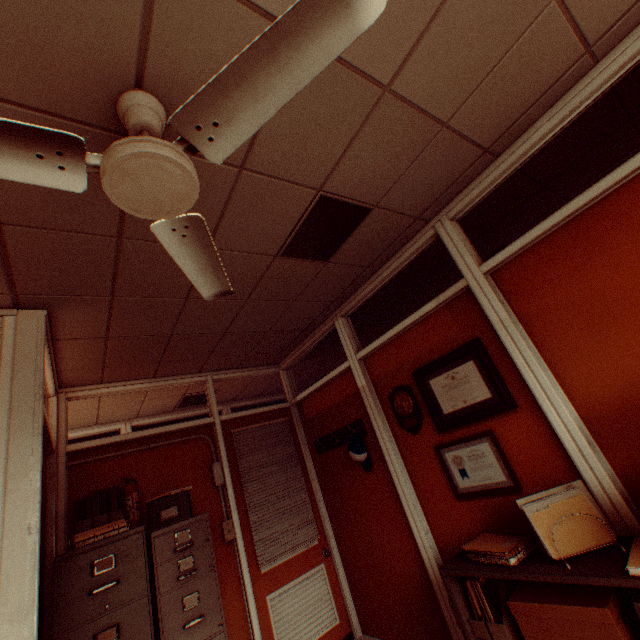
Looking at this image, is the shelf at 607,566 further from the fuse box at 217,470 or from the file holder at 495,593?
the fuse box at 217,470

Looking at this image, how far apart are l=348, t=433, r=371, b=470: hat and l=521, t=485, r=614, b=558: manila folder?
1.83m

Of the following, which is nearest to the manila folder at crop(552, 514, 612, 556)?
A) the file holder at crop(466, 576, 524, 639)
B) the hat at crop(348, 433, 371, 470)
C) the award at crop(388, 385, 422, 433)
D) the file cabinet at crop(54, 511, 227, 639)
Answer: the file holder at crop(466, 576, 524, 639)

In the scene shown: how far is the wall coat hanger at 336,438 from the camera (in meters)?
3.72

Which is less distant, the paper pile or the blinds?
the paper pile

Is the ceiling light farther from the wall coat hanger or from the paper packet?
the paper packet

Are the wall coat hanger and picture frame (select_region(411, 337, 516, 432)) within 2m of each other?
yes

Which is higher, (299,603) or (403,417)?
(403,417)
